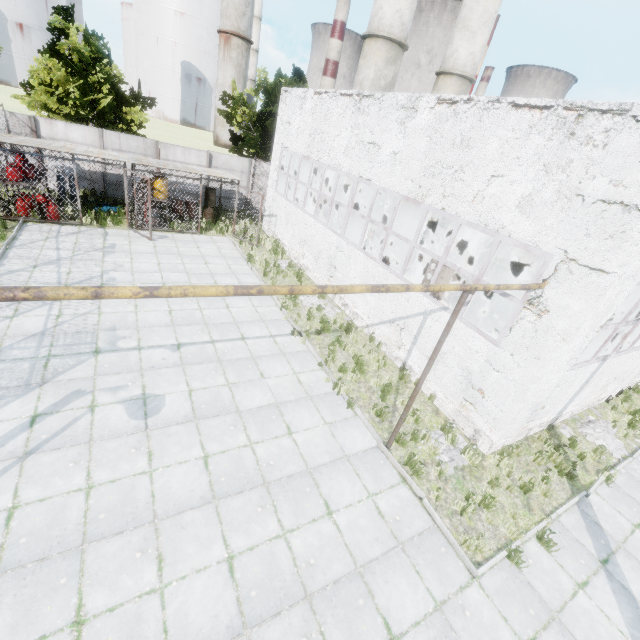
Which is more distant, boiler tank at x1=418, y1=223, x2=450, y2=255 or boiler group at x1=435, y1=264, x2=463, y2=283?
boiler tank at x1=418, y1=223, x2=450, y2=255

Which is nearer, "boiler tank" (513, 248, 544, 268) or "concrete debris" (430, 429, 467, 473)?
"concrete debris" (430, 429, 467, 473)

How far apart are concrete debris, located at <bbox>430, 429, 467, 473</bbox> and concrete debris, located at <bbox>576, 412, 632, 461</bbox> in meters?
4.6 m

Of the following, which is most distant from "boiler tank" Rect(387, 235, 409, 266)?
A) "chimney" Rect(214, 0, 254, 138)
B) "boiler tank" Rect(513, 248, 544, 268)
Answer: Result: "chimney" Rect(214, 0, 254, 138)

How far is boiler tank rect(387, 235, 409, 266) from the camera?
17.4m

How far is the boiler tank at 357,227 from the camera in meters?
20.4 m

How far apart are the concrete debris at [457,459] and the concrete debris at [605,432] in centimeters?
456cm

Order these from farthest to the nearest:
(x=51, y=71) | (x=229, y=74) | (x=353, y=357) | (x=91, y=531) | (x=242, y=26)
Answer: (x=229, y=74)
(x=242, y=26)
(x=51, y=71)
(x=353, y=357)
(x=91, y=531)
